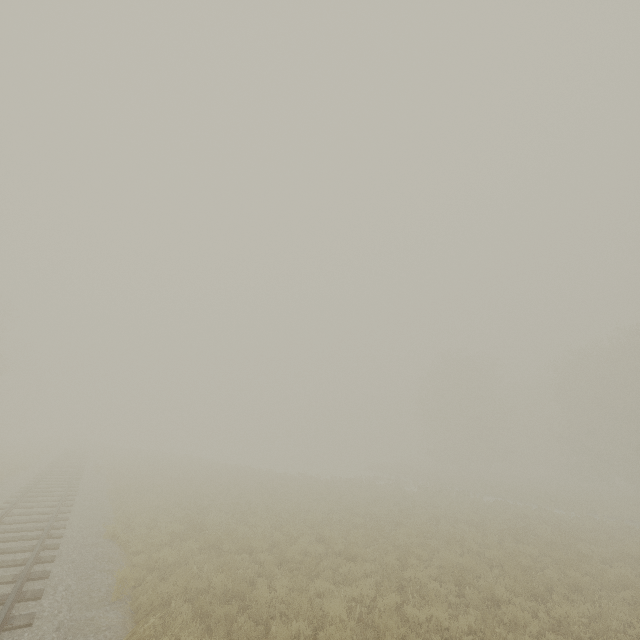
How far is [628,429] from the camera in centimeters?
3203cm
